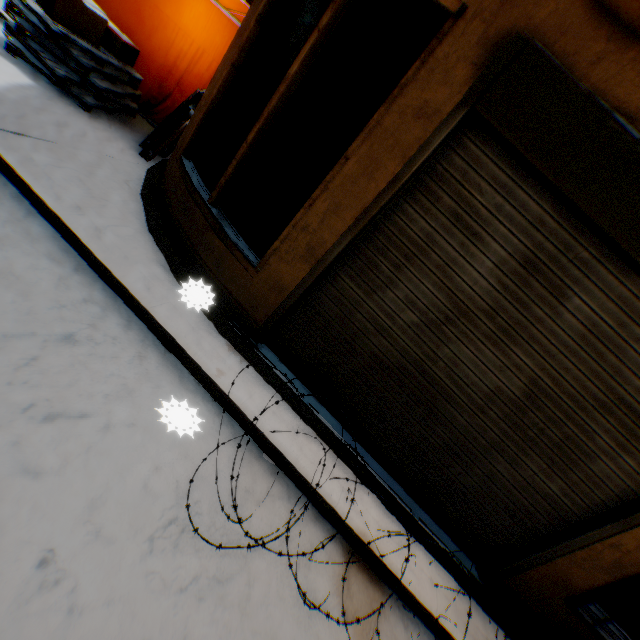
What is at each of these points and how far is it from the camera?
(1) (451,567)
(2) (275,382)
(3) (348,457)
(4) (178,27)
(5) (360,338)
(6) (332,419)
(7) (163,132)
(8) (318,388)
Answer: (1) building, 2.89m
(2) building, 3.00m
(3) building, 2.97m
(4) tent, 5.07m
(5) building, 2.90m
(6) building, 3.15m
(7) wooden pallet, 4.37m
(8) building, 3.16m

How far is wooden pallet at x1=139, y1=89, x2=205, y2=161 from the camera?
4.30m

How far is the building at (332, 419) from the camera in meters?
3.0 m

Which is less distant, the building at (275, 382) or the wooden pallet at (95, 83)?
the building at (275, 382)

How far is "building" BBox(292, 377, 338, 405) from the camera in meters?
3.1 m

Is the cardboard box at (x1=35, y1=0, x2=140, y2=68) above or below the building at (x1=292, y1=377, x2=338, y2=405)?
above
